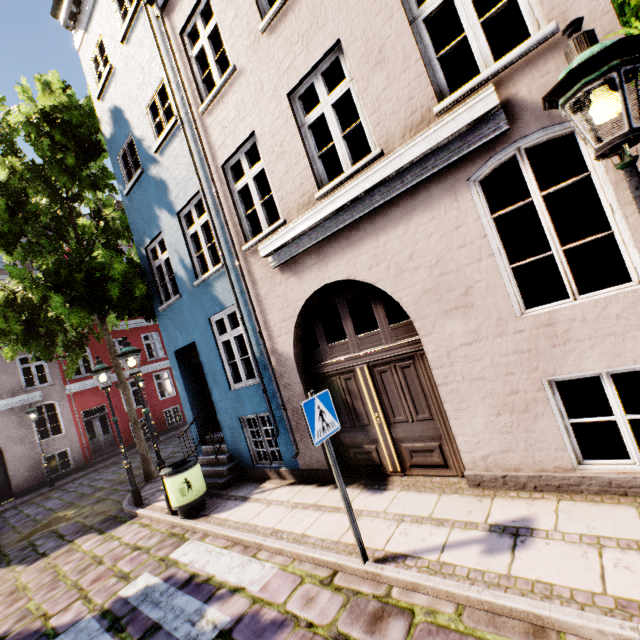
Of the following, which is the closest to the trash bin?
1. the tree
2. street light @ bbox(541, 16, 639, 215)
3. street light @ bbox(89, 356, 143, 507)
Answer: street light @ bbox(89, 356, 143, 507)

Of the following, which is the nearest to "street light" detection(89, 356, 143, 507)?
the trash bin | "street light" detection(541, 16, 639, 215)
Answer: the trash bin

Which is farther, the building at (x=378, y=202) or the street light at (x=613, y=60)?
the building at (x=378, y=202)

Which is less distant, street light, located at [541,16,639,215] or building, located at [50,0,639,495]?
street light, located at [541,16,639,215]

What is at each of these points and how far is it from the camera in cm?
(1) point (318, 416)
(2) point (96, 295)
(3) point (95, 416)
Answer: (1) sign, 361
(2) tree, 888
(3) building, 1788

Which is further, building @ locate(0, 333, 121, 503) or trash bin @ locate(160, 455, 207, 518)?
building @ locate(0, 333, 121, 503)

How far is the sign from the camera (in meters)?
3.48

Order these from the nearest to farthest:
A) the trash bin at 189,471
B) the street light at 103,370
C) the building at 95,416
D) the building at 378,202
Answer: the building at 378,202, the trash bin at 189,471, the street light at 103,370, the building at 95,416
